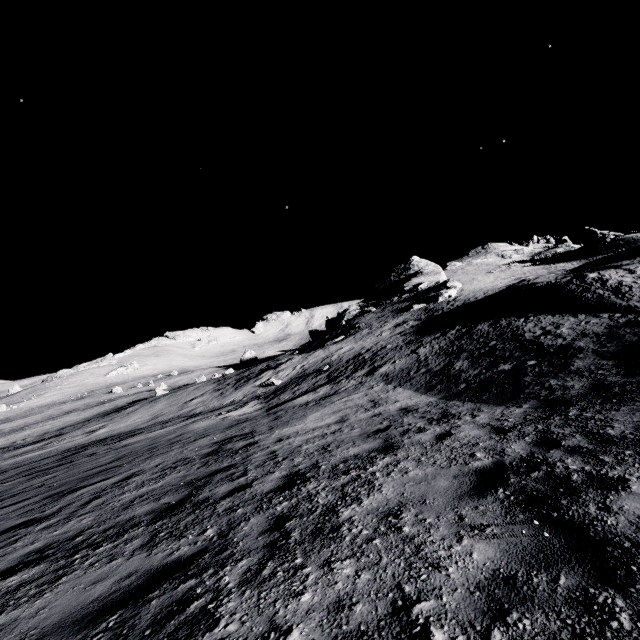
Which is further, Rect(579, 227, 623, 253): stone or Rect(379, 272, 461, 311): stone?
Rect(579, 227, 623, 253): stone

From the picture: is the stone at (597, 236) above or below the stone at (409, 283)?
above

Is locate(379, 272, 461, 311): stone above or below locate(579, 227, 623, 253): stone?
below

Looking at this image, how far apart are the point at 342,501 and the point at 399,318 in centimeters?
3772cm

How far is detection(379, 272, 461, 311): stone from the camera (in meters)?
42.72

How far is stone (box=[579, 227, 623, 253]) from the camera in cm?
4841

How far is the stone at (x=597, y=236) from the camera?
48.41m
